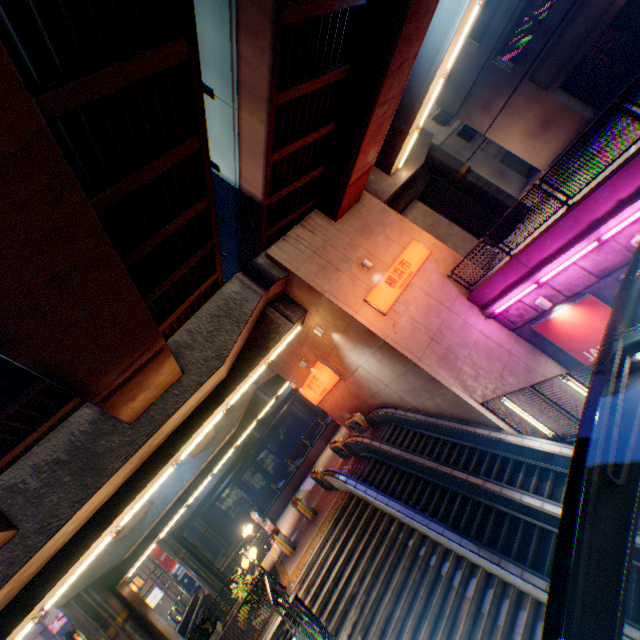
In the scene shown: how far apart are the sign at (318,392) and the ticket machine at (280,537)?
7.40m

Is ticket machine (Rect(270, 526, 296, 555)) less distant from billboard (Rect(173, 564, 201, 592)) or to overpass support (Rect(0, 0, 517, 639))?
overpass support (Rect(0, 0, 517, 639))

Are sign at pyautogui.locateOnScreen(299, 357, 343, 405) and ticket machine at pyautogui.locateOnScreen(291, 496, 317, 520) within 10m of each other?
yes

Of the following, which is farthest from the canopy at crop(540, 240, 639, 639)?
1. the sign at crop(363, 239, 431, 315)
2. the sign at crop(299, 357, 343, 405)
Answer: the sign at crop(299, 357, 343, 405)

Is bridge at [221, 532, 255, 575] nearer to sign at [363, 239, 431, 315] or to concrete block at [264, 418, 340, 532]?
concrete block at [264, 418, 340, 532]

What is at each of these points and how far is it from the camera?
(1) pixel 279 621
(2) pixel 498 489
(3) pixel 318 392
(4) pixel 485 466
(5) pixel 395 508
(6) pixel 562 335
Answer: (1) bridge, 12.0 meters
(2) escalator, 10.2 meters
(3) sign, 20.6 meters
(4) steps, 12.0 meters
(5) escalator, 11.5 meters
(6) billboard, 12.4 meters

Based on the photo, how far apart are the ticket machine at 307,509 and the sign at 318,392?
5.7 meters

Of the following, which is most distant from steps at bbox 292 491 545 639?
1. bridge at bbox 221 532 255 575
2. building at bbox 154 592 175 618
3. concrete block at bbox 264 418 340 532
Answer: building at bbox 154 592 175 618
